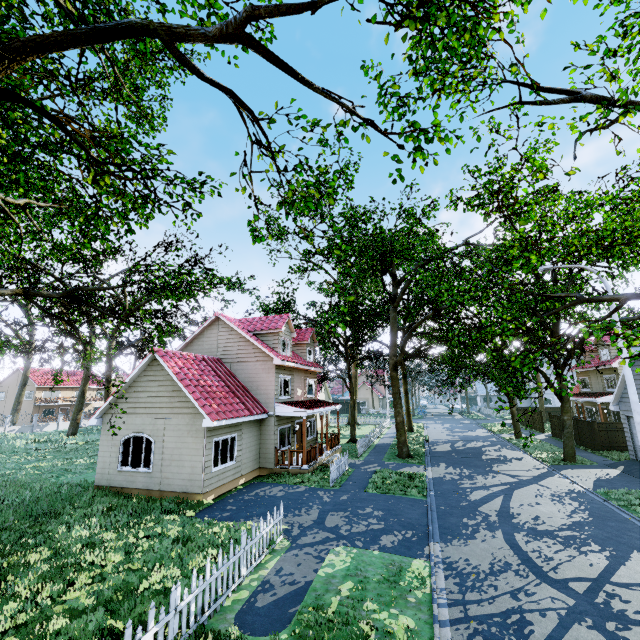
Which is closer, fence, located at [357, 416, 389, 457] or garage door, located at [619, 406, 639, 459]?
garage door, located at [619, 406, 639, 459]

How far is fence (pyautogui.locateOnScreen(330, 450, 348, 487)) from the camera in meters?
15.8 m

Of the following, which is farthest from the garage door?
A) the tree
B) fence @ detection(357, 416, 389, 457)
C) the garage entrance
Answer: fence @ detection(357, 416, 389, 457)

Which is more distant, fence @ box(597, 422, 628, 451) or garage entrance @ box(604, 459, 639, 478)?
fence @ box(597, 422, 628, 451)

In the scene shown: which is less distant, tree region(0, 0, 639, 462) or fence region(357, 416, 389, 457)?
tree region(0, 0, 639, 462)

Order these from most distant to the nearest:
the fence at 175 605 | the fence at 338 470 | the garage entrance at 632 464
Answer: the garage entrance at 632 464
the fence at 338 470
the fence at 175 605

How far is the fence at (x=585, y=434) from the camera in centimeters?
2313cm

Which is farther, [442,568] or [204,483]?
[204,483]
